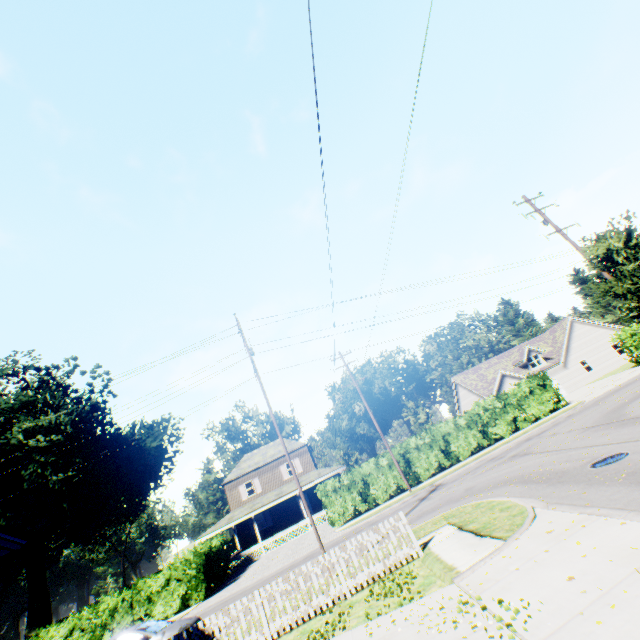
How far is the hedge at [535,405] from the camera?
25.55m

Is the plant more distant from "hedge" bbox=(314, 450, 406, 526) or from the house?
"hedge" bbox=(314, 450, 406, 526)

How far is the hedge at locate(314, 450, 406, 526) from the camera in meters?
24.2

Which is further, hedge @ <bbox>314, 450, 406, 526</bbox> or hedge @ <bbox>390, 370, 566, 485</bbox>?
hedge @ <bbox>390, 370, 566, 485</bbox>

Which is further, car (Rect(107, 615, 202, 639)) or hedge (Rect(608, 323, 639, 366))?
hedge (Rect(608, 323, 639, 366))

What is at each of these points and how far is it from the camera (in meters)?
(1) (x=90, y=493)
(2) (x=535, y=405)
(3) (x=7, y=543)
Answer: (1) plant, 47.09
(2) hedge, 26.97
(3) house, 8.02
